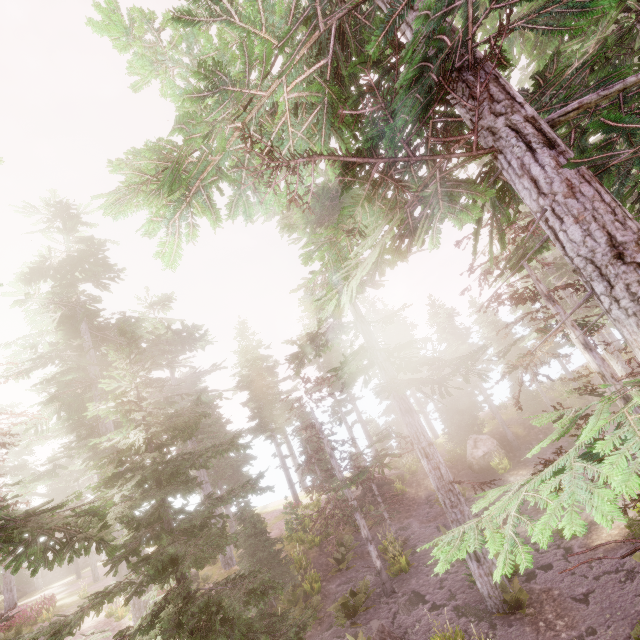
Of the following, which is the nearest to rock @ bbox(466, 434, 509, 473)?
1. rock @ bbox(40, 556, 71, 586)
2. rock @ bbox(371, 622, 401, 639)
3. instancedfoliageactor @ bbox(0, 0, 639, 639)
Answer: instancedfoliageactor @ bbox(0, 0, 639, 639)

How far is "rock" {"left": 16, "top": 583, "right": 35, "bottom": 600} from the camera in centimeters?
3512cm

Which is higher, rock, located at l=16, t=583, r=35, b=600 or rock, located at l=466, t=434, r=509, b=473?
rock, located at l=16, t=583, r=35, b=600

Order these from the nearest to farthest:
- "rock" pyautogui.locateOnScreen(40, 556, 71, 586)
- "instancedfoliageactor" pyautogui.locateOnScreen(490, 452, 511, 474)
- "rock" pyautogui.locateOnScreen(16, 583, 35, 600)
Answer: "instancedfoliageactor" pyautogui.locateOnScreen(490, 452, 511, 474), "rock" pyautogui.locateOnScreen(16, 583, 35, 600), "rock" pyautogui.locateOnScreen(40, 556, 71, 586)

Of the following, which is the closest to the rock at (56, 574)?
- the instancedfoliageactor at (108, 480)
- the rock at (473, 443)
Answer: the instancedfoliageactor at (108, 480)

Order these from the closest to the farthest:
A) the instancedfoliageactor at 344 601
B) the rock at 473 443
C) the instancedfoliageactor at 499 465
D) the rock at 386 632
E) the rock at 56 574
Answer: the rock at 386 632
the instancedfoliageactor at 344 601
the instancedfoliageactor at 499 465
the rock at 473 443
the rock at 56 574

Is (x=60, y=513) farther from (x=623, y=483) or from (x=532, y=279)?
(x=532, y=279)

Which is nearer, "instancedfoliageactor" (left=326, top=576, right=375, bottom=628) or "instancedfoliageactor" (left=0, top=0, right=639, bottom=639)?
"instancedfoliageactor" (left=0, top=0, right=639, bottom=639)
